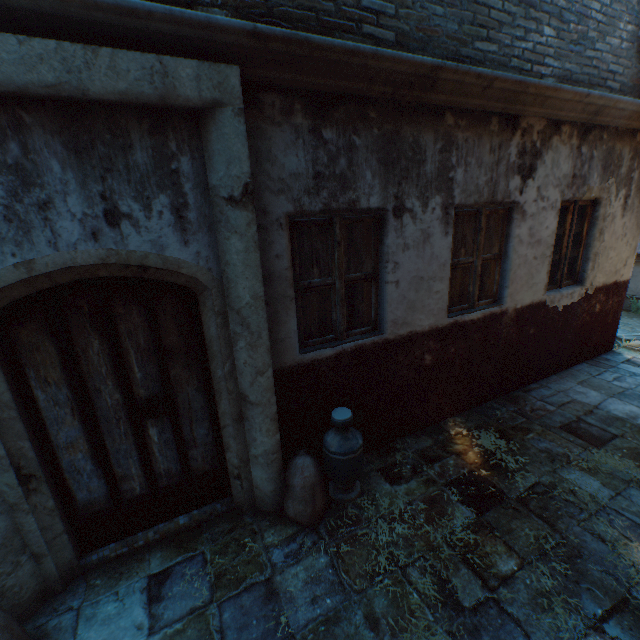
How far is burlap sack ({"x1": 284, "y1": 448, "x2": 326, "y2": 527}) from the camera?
2.97m

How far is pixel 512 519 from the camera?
2.99m

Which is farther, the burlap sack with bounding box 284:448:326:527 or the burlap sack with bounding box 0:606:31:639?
the burlap sack with bounding box 284:448:326:527

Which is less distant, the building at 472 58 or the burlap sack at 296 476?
the building at 472 58

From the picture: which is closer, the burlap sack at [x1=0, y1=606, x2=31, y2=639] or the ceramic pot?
the burlap sack at [x1=0, y1=606, x2=31, y2=639]

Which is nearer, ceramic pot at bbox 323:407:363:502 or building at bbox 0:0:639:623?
building at bbox 0:0:639:623

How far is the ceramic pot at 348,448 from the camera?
3.06m

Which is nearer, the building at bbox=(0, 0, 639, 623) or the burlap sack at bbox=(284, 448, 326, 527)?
the building at bbox=(0, 0, 639, 623)
